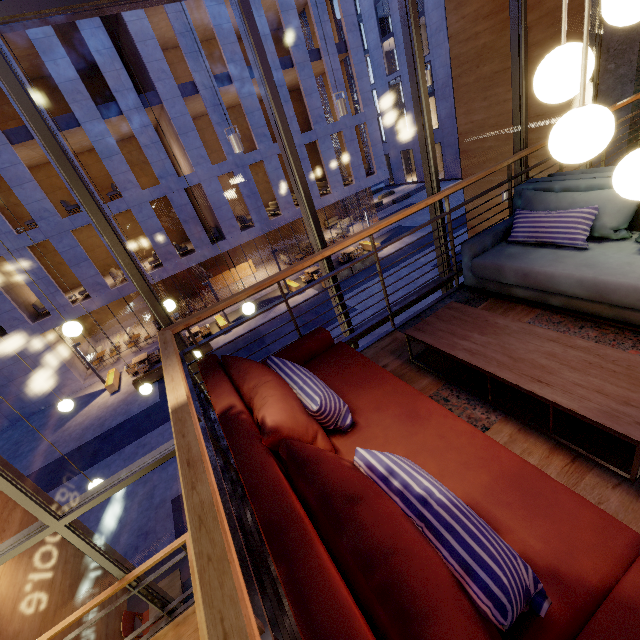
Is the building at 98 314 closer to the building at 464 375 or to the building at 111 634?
the building at 111 634

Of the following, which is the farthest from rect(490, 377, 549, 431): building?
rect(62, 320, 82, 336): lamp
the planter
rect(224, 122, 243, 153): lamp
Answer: the planter

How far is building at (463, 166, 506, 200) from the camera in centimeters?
775cm

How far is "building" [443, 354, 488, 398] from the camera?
2.44m

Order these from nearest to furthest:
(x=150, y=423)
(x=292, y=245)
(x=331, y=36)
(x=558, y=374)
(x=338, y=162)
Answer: (x=558, y=374) → (x=150, y=423) → (x=331, y=36) → (x=338, y=162) → (x=292, y=245)

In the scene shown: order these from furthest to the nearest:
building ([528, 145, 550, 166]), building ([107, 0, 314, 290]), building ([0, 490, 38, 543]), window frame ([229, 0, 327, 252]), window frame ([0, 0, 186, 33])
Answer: building ([107, 0, 314, 290])
building ([528, 145, 550, 166])
building ([0, 490, 38, 543])
window frame ([229, 0, 327, 252])
window frame ([0, 0, 186, 33])

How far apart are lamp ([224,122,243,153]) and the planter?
13.9 meters

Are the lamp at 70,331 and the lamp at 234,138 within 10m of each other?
yes
